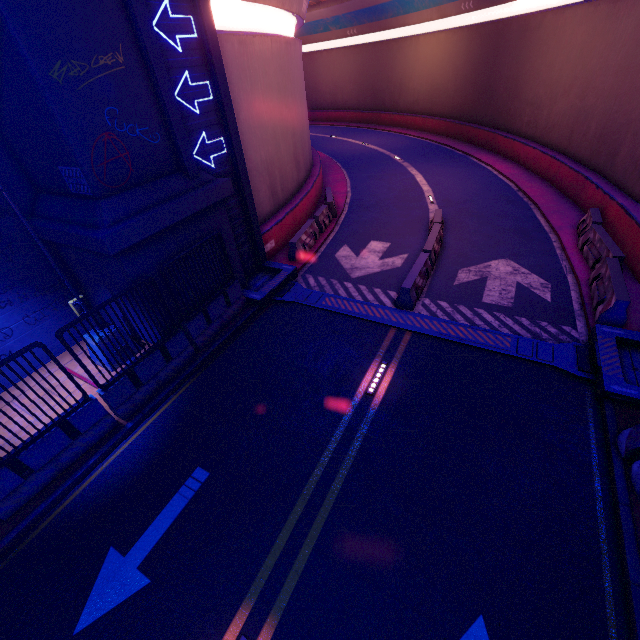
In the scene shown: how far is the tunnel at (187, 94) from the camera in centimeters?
874cm

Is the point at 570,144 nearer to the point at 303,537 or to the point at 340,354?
the point at 340,354

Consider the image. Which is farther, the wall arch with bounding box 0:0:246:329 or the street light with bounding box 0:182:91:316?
the street light with bounding box 0:182:91:316

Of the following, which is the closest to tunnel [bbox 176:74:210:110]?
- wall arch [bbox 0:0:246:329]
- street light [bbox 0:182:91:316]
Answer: wall arch [bbox 0:0:246:329]

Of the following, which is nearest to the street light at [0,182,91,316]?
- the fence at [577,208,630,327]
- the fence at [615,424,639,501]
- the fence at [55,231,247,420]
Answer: the fence at [55,231,247,420]

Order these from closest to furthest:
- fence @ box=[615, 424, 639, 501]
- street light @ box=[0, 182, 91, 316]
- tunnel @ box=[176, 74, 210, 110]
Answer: fence @ box=[615, 424, 639, 501] → street light @ box=[0, 182, 91, 316] → tunnel @ box=[176, 74, 210, 110]

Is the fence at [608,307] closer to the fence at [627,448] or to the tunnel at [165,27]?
the tunnel at [165,27]

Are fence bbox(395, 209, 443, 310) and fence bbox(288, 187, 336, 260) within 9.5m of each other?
yes
